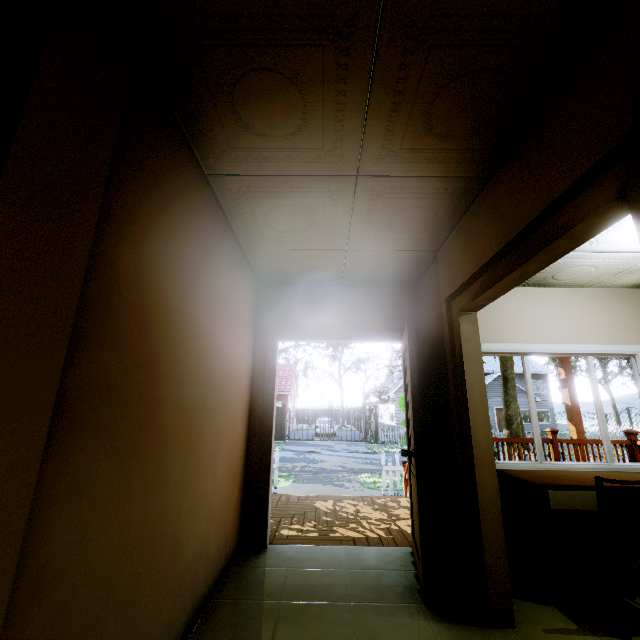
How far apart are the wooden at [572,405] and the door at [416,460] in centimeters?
474cm

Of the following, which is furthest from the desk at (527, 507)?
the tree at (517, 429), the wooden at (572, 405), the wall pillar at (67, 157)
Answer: the tree at (517, 429)

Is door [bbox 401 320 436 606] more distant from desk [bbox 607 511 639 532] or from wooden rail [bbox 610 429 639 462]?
wooden rail [bbox 610 429 639 462]

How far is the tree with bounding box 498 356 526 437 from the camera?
10.9m

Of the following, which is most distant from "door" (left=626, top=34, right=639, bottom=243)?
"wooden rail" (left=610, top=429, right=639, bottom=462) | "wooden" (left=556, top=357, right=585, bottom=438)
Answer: "wooden" (left=556, top=357, right=585, bottom=438)

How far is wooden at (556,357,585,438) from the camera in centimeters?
612cm

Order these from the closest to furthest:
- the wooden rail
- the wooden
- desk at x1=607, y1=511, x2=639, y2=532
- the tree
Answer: desk at x1=607, y1=511, x2=639, y2=532 → the wooden rail → the wooden → the tree

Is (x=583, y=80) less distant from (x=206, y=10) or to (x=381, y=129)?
(x=381, y=129)
